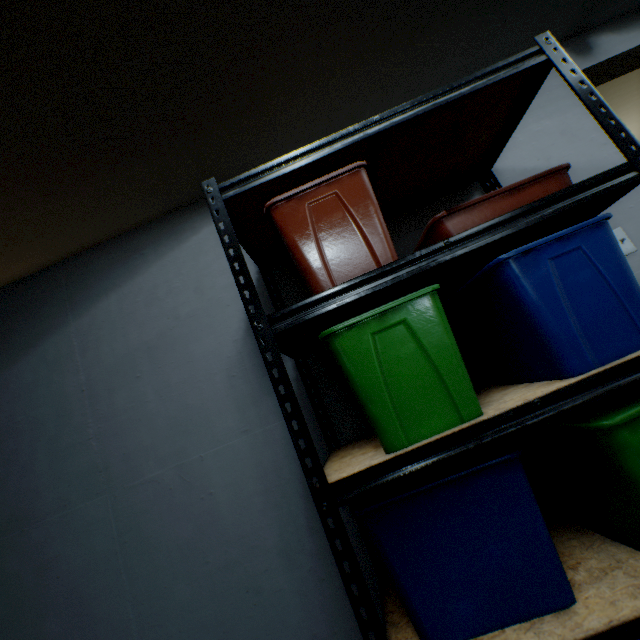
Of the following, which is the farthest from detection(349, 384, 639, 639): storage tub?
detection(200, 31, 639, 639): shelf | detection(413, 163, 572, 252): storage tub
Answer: detection(413, 163, 572, 252): storage tub

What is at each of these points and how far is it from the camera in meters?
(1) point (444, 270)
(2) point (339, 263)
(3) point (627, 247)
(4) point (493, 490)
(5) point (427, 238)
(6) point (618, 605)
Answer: (1) shelf, 1.2
(2) storage tub, 1.0
(3) light switch, 1.4
(4) storage tub, 0.8
(5) storage tub, 1.1
(6) shelf, 0.7

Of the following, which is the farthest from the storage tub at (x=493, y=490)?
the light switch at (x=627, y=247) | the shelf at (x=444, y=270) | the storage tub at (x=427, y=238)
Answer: the light switch at (x=627, y=247)

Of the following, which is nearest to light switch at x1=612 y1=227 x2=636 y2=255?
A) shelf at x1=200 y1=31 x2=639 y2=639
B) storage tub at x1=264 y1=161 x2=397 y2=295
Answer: shelf at x1=200 y1=31 x2=639 y2=639

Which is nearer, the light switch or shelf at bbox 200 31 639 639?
shelf at bbox 200 31 639 639

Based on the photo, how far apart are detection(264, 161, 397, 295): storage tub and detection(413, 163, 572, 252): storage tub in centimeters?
13cm

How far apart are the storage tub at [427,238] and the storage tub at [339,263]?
0.1 meters

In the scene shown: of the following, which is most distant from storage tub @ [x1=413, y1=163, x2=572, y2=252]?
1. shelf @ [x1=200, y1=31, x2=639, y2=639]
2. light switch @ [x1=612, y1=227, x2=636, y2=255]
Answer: light switch @ [x1=612, y1=227, x2=636, y2=255]
